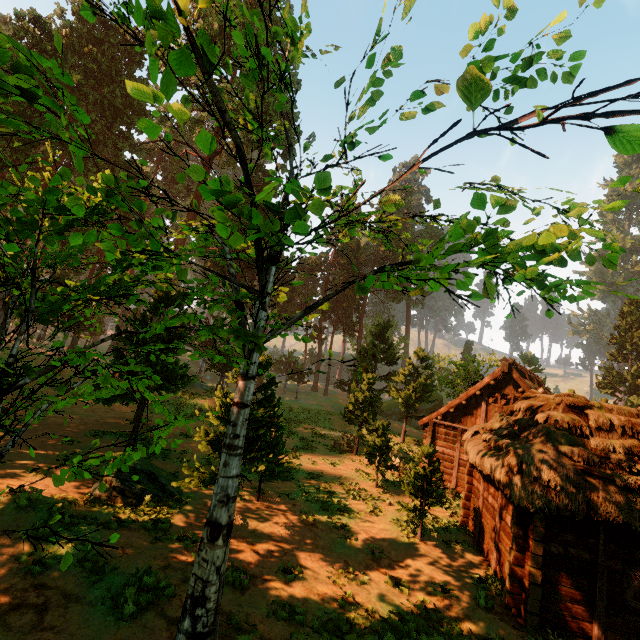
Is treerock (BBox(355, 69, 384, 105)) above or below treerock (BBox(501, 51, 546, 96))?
below

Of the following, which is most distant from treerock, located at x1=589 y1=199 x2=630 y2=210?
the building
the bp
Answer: the bp

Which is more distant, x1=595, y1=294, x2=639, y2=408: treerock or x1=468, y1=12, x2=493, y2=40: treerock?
x1=595, y1=294, x2=639, y2=408: treerock

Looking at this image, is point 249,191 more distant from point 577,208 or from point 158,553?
point 158,553

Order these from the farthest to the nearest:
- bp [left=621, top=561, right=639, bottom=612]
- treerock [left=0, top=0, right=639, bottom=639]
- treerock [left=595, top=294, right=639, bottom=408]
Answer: treerock [left=595, top=294, right=639, bottom=408] → bp [left=621, top=561, right=639, bottom=612] → treerock [left=0, top=0, right=639, bottom=639]

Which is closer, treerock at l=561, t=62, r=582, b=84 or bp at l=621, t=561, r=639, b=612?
treerock at l=561, t=62, r=582, b=84

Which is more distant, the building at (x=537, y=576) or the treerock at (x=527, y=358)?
the treerock at (x=527, y=358)

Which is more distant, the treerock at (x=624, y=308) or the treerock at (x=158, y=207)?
the treerock at (x=624, y=308)
